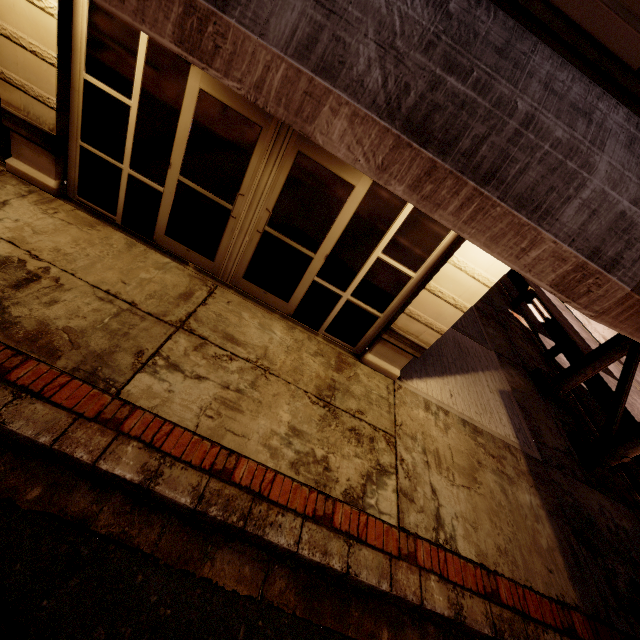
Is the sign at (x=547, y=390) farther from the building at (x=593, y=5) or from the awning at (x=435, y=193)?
the building at (x=593, y=5)

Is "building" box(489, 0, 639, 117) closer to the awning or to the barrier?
the awning

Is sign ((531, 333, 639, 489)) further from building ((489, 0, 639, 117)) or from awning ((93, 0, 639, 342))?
building ((489, 0, 639, 117))

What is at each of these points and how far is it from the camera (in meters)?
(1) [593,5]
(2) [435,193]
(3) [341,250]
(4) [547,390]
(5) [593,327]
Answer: (1) building, 2.85
(2) awning, 2.53
(3) building, 4.82
(4) sign, 8.61
(5) barrier, 18.56

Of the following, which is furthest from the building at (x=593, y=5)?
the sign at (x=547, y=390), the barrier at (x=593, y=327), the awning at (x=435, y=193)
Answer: the barrier at (x=593, y=327)

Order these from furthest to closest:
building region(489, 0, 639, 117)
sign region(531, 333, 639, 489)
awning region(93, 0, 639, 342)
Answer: sign region(531, 333, 639, 489)
building region(489, 0, 639, 117)
awning region(93, 0, 639, 342)

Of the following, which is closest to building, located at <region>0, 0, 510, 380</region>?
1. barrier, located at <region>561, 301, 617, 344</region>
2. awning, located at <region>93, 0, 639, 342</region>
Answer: awning, located at <region>93, 0, 639, 342</region>

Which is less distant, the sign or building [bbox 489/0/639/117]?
building [bbox 489/0/639/117]
